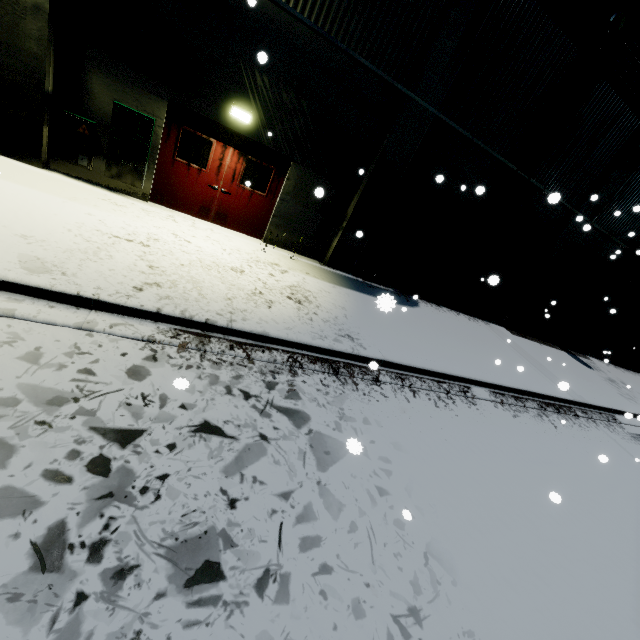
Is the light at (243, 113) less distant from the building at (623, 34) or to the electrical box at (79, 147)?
the building at (623, 34)

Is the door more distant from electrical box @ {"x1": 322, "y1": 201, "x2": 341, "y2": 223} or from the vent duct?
the vent duct

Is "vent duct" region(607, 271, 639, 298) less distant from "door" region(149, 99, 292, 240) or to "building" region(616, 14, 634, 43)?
"building" region(616, 14, 634, 43)

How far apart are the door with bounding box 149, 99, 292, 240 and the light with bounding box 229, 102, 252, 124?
0.25m

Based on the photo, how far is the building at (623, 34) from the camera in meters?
8.5

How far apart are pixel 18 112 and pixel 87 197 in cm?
191

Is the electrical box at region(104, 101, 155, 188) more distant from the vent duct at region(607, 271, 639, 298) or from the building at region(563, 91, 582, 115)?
the vent duct at region(607, 271, 639, 298)

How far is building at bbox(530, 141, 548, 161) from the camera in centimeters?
983cm
